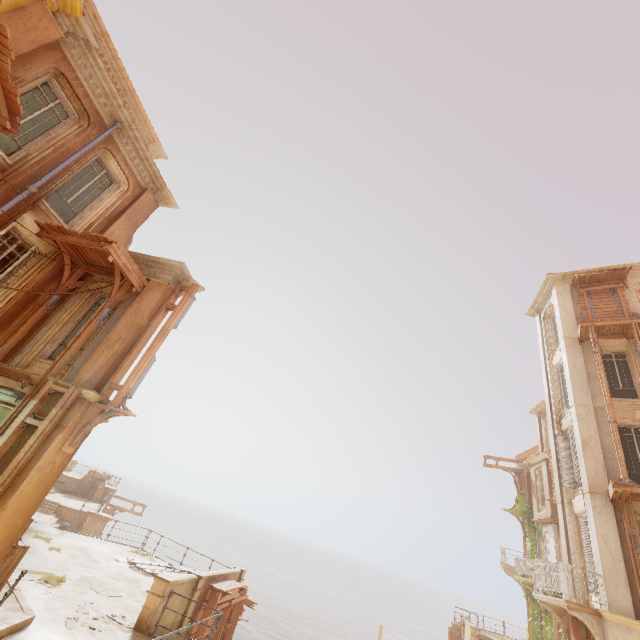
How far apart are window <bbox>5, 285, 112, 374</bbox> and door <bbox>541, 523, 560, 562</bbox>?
29.27m

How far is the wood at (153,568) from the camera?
14.4 meters

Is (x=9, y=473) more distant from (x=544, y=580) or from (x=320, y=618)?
(x=320, y=618)

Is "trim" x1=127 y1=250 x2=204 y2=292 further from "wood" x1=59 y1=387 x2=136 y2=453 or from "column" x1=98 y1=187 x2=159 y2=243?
"wood" x1=59 y1=387 x2=136 y2=453

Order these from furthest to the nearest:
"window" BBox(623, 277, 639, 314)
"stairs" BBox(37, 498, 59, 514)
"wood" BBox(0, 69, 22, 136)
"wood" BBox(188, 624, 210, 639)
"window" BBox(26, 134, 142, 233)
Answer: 1. "stairs" BBox(37, 498, 59, 514)
2. "window" BBox(623, 277, 639, 314)
3. "wood" BBox(188, 624, 210, 639)
4. "window" BBox(26, 134, 142, 233)
5. "wood" BBox(0, 69, 22, 136)

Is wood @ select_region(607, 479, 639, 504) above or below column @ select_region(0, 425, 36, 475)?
above

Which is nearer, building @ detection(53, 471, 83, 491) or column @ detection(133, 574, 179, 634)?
column @ detection(133, 574, 179, 634)

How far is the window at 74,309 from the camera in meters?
9.2 m
